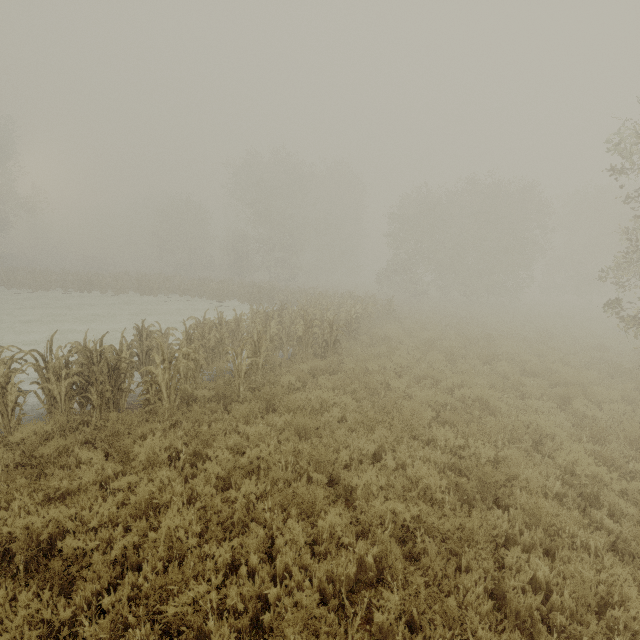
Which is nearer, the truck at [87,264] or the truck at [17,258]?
the truck at [17,258]

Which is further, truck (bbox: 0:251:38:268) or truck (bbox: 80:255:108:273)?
truck (bbox: 80:255:108:273)

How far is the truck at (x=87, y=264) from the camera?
49.9 meters

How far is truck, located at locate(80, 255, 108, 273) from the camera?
49.9m

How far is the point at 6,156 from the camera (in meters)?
33.16
